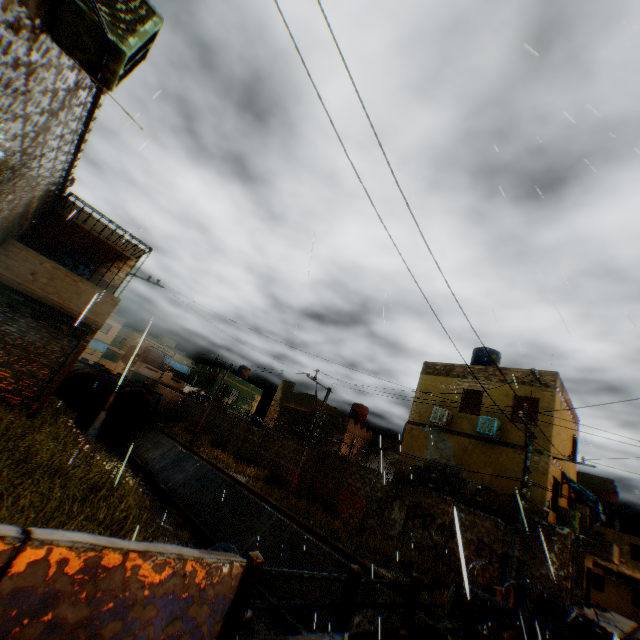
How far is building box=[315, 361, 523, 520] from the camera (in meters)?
14.85

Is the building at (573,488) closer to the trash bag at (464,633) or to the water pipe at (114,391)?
the water pipe at (114,391)

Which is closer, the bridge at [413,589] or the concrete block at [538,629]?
the bridge at [413,589]

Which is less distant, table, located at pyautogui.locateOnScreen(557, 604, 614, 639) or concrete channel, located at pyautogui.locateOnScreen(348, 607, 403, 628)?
table, located at pyautogui.locateOnScreen(557, 604, 614, 639)

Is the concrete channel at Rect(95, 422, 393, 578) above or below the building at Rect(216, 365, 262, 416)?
A: below

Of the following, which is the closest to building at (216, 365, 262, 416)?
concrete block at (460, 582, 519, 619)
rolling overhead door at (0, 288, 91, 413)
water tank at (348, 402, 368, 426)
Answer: rolling overhead door at (0, 288, 91, 413)

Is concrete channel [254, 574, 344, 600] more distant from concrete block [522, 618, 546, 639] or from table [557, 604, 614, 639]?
table [557, 604, 614, 639]

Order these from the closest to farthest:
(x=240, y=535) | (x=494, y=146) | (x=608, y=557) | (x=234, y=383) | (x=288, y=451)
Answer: (x=494, y=146), (x=240, y=535), (x=288, y=451), (x=608, y=557), (x=234, y=383)
